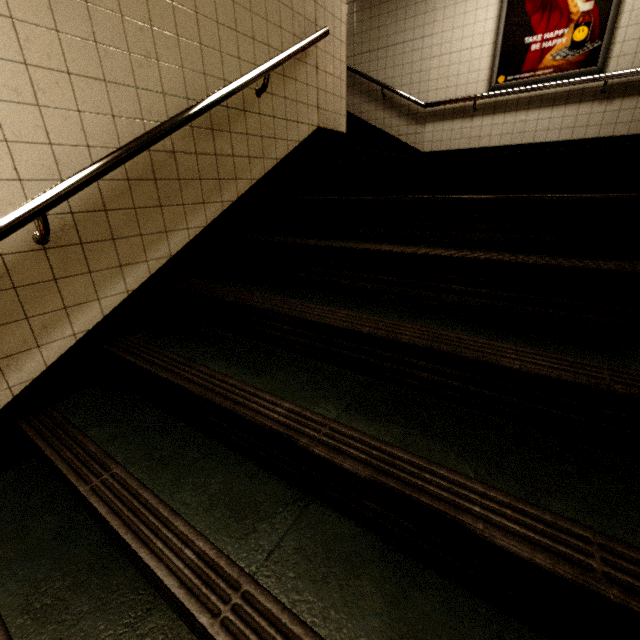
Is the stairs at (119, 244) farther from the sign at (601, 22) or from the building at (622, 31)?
the sign at (601, 22)

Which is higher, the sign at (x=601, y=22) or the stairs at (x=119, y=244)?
the sign at (x=601, y=22)

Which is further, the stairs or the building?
the building

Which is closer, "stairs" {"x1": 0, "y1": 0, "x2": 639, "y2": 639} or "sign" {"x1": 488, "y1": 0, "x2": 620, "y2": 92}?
"stairs" {"x1": 0, "y1": 0, "x2": 639, "y2": 639}

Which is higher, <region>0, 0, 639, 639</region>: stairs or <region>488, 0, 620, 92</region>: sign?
<region>488, 0, 620, 92</region>: sign

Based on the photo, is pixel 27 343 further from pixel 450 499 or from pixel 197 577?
pixel 450 499

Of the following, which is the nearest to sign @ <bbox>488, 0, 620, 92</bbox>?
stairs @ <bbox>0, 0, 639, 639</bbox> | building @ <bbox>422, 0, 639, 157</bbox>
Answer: building @ <bbox>422, 0, 639, 157</bbox>
